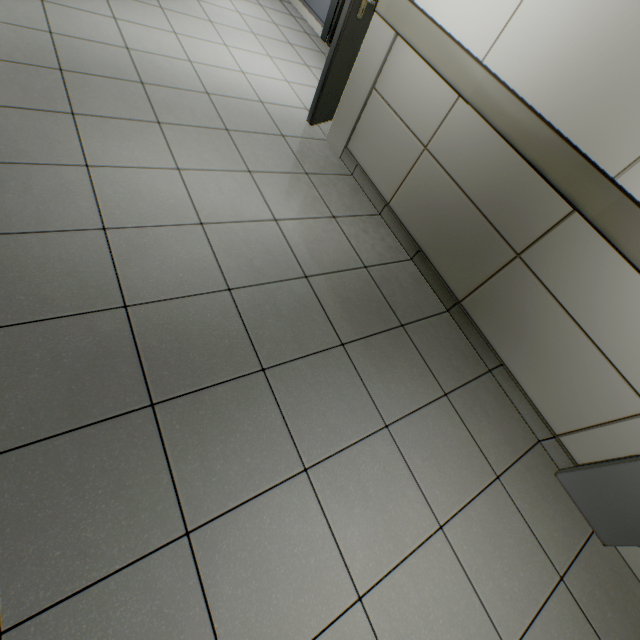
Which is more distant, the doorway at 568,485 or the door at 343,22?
the door at 343,22

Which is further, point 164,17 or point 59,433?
point 164,17

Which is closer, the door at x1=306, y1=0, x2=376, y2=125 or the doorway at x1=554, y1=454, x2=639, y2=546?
the doorway at x1=554, y1=454, x2=639, y2=546
